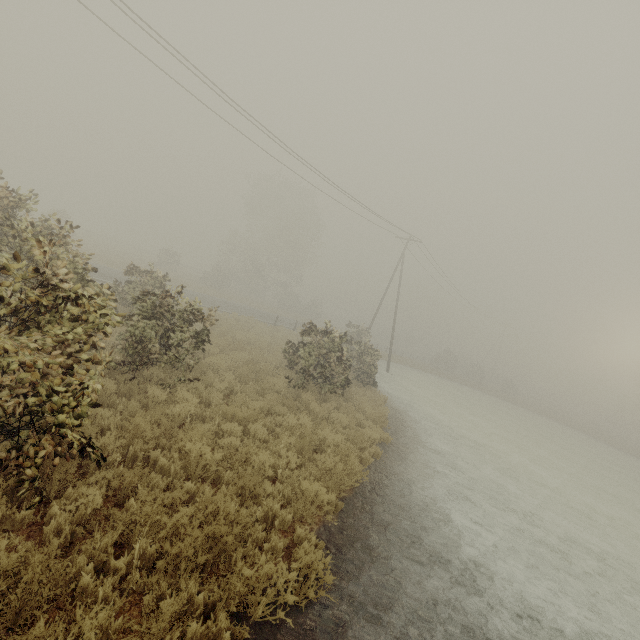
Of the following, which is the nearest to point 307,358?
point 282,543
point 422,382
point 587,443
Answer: point 282,543
